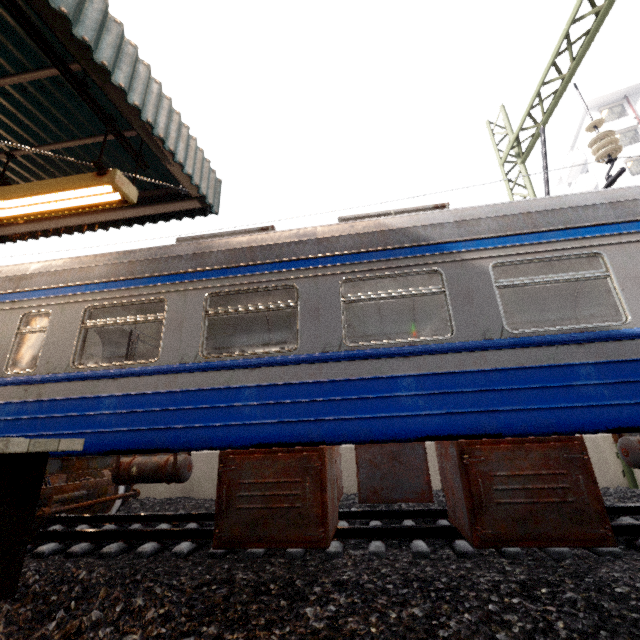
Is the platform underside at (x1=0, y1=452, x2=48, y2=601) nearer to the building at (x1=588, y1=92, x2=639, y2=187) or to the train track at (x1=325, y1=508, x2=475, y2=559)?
the train track at (x1=325, y1=508, x2=475, y2=559)

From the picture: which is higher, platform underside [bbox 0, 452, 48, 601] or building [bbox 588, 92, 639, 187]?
building [bbox 588, 92, 639, 187]

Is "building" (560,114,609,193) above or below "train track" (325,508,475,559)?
above

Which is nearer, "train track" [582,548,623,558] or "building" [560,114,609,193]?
"train track" [582,548,623,558]

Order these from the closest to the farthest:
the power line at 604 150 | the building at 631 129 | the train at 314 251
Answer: the train at 314 251
the power line at 604 150
the building at 631 129

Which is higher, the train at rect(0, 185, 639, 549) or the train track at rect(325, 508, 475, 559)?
the train at rect(0, 185, 639, 549)

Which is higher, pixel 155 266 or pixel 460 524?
pixel 155 266

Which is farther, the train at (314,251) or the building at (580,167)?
the building at (580,167)
